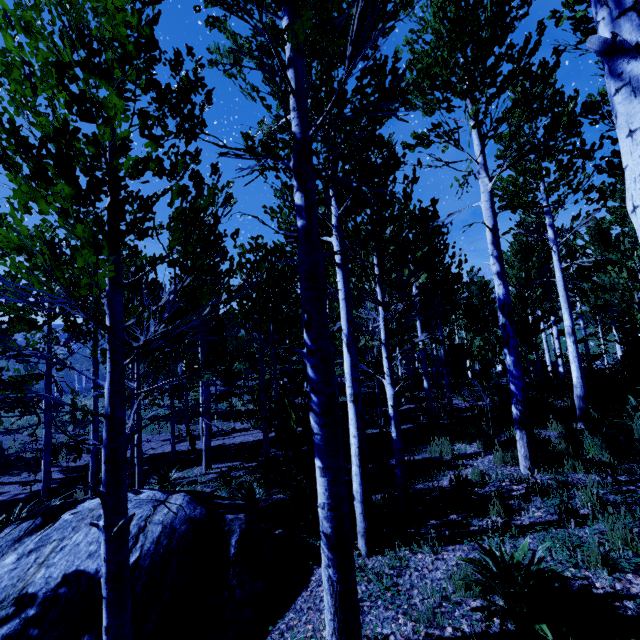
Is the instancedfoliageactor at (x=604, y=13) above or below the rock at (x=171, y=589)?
above

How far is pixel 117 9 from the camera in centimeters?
246cm

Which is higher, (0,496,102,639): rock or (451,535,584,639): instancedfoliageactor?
(0,496,102,639): rock

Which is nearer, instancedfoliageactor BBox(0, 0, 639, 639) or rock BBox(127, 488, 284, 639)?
instancedfoliageactor BBox(0, 0, 639, 639)

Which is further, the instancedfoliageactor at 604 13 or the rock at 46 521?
the rock at 46 521

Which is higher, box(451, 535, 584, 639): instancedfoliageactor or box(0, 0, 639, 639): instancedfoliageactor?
box(0, 0, 639, 639): instancedfoliageactor
